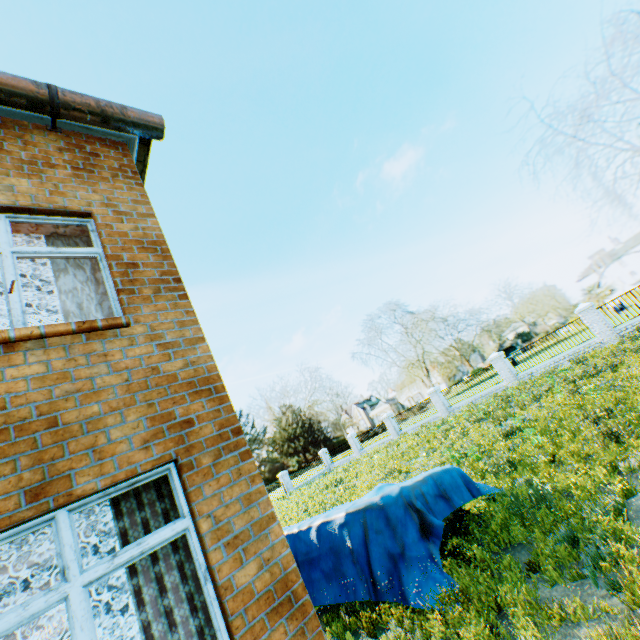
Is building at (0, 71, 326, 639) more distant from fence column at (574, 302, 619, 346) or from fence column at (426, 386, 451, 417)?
fence column at (574, 302, 619, 346)

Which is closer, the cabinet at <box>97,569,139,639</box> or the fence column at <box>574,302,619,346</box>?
the cabinet at <box>97,569,139,639</box>

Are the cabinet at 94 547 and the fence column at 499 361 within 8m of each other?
no

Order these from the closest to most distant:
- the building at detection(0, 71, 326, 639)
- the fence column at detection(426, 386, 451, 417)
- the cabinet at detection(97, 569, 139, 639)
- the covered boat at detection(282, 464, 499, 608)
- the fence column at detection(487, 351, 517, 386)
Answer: the building at detection(0, 71, 326, 639) → the cabinet at detection(97, 569, 139, 639) → the covered boat at detection(282, 464, 499, 608) → the fence column at detection(487, 351, 517, 386) → the fence column at detection(426, 386, 451, 417)

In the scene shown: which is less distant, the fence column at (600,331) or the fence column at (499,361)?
the fence column at (600,331)

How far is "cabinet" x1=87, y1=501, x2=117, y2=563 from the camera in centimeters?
369cm

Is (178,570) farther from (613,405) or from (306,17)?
(306,17)

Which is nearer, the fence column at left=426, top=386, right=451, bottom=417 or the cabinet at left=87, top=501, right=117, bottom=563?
the cabinet at left=87, top=501, right=117, bottom=563
